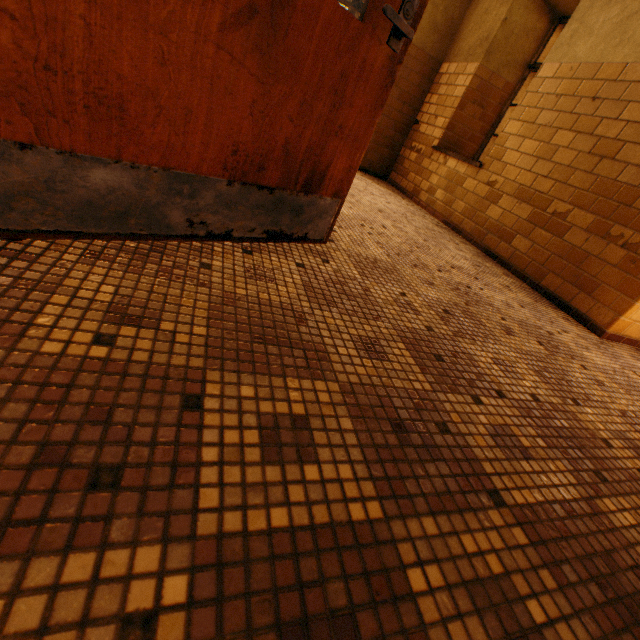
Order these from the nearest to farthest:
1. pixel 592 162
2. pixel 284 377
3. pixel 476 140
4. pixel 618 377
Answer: pixel 284 377 → pixel 618 377 → pixel 592 162 → pixel 476 140
